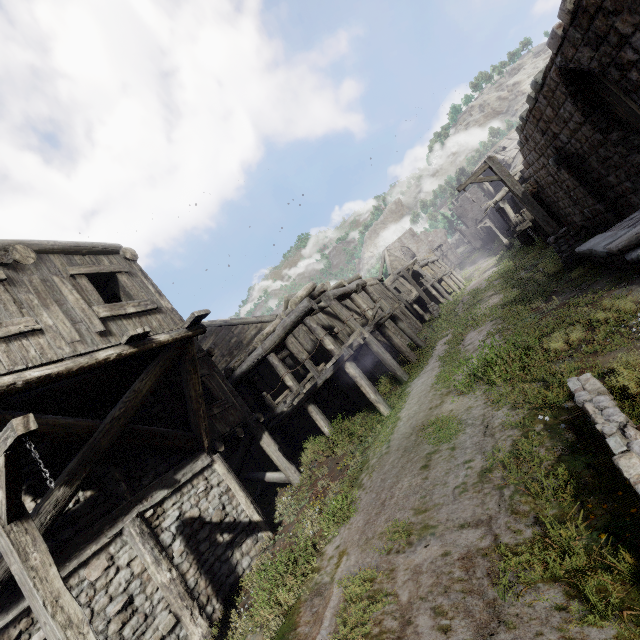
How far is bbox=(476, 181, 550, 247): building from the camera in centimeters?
1905cm

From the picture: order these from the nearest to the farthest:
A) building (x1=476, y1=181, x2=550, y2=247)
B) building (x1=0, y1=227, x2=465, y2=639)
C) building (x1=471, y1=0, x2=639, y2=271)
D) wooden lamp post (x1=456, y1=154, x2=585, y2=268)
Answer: building (x1=0, y1=227, x2=465, y2=639) → building (x1=471, y1=0, x2=639, y2=271) → wooden lamp post (x1=456, y1=154, x2=585, y2=268) → building (x1=476, y1=181, x2=550, y2=247)

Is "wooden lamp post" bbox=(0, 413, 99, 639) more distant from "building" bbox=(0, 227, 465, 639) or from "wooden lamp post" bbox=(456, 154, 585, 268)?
"wooden lamp post" bbox=(456, 154, 585, 268)

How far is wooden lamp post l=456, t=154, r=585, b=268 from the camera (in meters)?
10.72

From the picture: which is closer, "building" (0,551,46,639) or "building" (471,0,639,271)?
"building" (0,551,46,639)

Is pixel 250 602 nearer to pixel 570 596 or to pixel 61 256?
pixel 570 596

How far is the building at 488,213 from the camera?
19.05m

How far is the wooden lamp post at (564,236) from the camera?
10.72m
